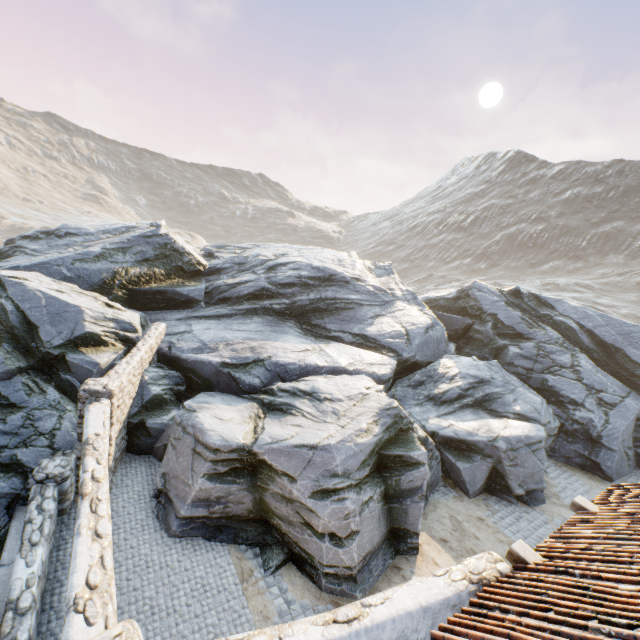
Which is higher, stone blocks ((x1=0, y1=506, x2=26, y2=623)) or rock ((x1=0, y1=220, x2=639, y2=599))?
rock ((x1=0, y1=220, x2=639, y2=599))

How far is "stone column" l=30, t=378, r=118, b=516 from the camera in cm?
744

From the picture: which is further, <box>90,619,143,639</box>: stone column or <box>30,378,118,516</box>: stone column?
<box>30,378,118,516</box>: stone column

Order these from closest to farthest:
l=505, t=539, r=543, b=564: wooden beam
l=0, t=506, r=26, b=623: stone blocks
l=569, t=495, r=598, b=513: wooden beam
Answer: l=505, t=539, r=543, b=564: wooden beam, l=0, t=506, r=26, b=623: stone blocks, l=569, t=495, r=598, b=513: wooden beam

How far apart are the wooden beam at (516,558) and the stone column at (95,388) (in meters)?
8.83

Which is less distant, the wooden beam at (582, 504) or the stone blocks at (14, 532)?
the stone blocks at (14, 532)

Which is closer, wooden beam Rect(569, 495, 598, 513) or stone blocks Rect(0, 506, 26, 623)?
stone blocks Rect(0, 506, 26, 623)

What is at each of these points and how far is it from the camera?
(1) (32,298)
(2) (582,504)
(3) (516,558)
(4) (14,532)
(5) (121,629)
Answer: (1) rock, 10.1 meters
(2) wooden beam, 7.2 meters
(3) wooden beam, 5.5 meters
(4) stone blocks, 7.2 meters
(5) stone column, 3.4 meters
